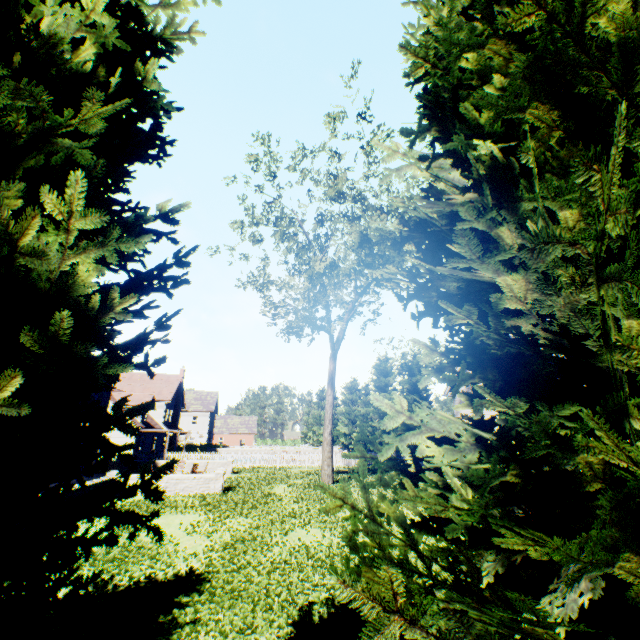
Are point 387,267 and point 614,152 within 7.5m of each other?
yes
